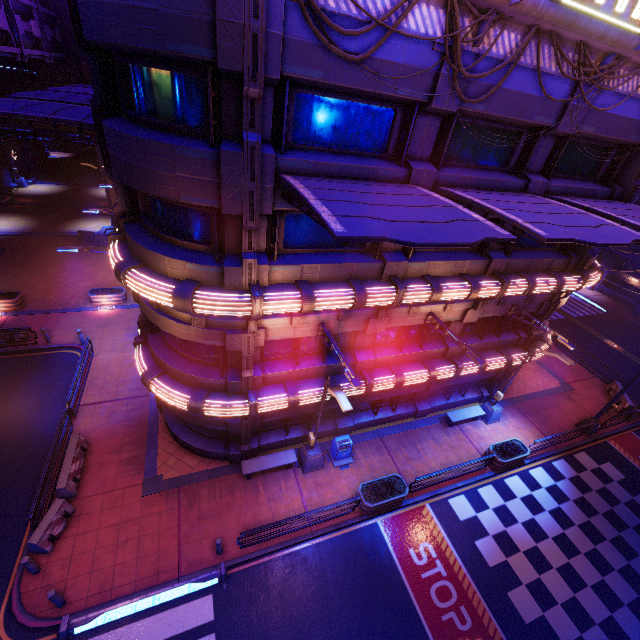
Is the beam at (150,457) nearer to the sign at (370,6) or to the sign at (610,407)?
the sign at (610,407)

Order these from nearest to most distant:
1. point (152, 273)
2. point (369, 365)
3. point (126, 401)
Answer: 1. point (152, 273)
2. point (369, 365)
3. point (126, 401)

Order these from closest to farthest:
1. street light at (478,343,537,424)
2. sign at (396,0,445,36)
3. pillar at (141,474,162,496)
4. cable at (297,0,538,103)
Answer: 1. cable at (297,0,538,103)
2. sign at (396,0,445,36)
3. pillar at (141,474,162,496)
4. street light at (478,343,537,424)

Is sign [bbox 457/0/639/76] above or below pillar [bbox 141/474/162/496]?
above

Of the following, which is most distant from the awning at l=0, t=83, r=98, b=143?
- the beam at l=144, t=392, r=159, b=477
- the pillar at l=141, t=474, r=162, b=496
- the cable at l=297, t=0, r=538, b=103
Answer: the pillar at l=141, t=474, r=162, b=496

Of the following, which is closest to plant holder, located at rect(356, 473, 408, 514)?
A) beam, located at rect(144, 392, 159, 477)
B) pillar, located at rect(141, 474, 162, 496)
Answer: pillar, located at rect(141, 474, 162, 496)

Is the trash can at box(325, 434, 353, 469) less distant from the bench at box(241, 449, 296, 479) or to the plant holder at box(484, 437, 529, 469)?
the bench at box(241, 449, 296, 479)

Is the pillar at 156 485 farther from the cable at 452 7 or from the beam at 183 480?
the cable at 452 7
